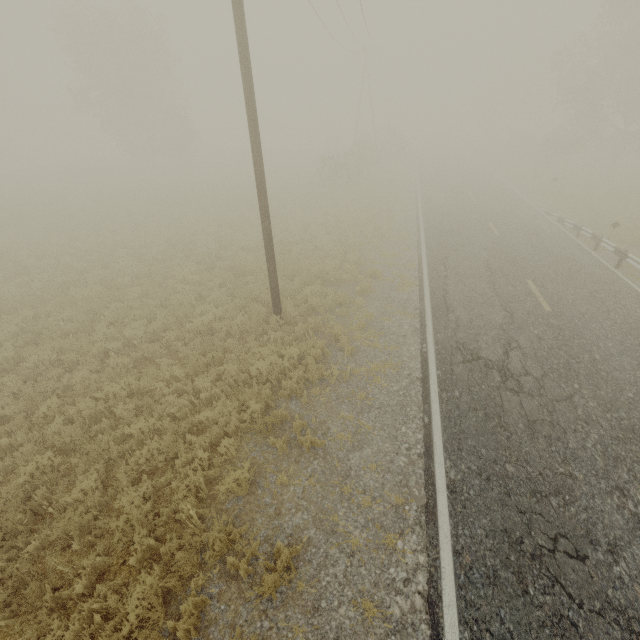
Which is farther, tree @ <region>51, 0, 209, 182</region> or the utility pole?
tree @ <region>51, 0, 209, 182</region>

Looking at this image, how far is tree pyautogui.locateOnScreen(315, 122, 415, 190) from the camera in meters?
27.1 m

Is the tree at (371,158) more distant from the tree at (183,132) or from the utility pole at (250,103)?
the utility pole at (250,103)

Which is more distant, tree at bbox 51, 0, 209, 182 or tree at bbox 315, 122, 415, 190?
tree at bbox 51, 0, 209, 182

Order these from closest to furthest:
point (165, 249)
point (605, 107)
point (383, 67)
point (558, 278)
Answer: point (558, 278) < point (165, 249) < point (605, 107) < point (383, 67)

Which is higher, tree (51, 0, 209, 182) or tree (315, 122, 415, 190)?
tree (51, 0, 209, 182)

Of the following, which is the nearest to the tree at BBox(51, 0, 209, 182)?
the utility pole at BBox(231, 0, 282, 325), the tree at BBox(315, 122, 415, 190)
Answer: → the tree at BBox(315, 122, 415, 190)

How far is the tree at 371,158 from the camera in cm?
2709
